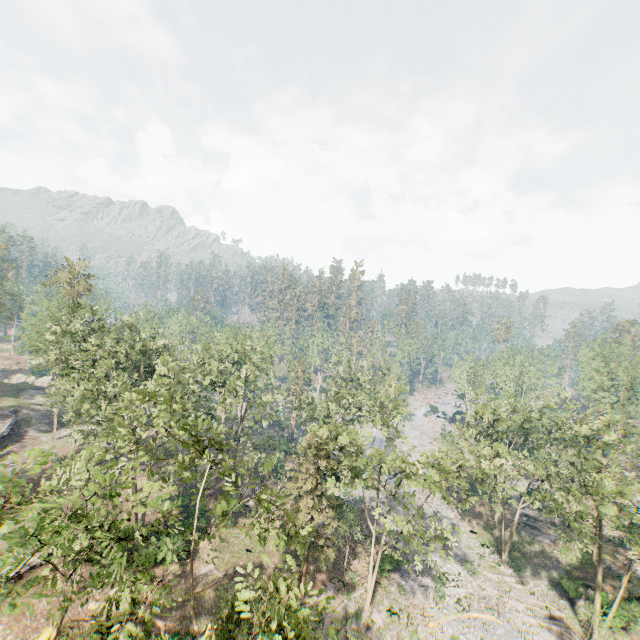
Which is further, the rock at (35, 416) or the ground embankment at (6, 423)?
the rock at (35, 416)

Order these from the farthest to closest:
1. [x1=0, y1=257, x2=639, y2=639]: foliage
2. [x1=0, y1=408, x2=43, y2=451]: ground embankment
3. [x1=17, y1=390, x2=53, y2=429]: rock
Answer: [x1=17, y1=390, x2=53, y2=429]: rock, [x1=0, y1=408, x2=43, y2=451]: ground embankment, [x1=0, y1=257, x2=639, y2=639]: foliage

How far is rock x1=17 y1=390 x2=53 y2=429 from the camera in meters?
46.2 m

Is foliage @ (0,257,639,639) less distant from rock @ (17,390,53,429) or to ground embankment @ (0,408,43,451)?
rock @ (17,390,53,429)

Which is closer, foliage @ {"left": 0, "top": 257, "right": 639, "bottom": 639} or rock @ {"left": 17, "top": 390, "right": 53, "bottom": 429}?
foliage @ {"left": 0, "top": 257, "right": 639, "bottom": 639}

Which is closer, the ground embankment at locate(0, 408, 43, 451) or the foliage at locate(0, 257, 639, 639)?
the foliage at locate(0, 257, 639, 639)

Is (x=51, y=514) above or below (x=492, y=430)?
above

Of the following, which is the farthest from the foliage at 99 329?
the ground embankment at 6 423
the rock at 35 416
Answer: the ground embankment at 6 423
